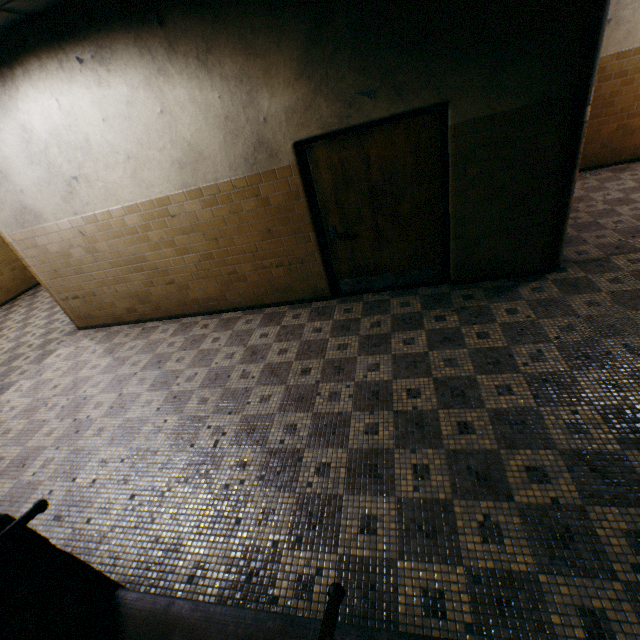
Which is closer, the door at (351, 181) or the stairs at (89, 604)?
the stairs at (89, 604)

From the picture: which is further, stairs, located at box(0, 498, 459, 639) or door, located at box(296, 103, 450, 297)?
door, located at box(296, 103, 450, 297)

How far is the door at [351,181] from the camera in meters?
3.6 m

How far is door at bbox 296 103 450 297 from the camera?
3.64m

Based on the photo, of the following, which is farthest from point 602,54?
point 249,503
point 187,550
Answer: point 187,550
